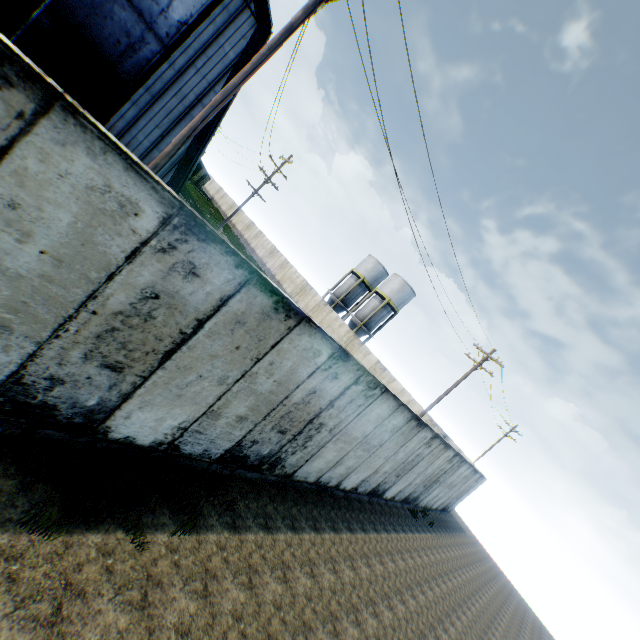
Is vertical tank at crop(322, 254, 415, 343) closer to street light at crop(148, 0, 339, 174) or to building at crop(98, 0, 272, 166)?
building at crop(98, 0, 272, 166)

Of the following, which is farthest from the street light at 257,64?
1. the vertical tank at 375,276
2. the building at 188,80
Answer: the vertical tank at 375,276

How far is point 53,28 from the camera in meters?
13.5

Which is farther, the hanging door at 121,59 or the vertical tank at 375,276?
the vertical tank at 375,276

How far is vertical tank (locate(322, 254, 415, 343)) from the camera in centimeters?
3975cm

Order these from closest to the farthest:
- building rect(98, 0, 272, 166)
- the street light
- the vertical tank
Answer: the street light < building rect(98, 0, 272, 166) < the vertical tank

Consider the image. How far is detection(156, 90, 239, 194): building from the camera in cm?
→ 1788

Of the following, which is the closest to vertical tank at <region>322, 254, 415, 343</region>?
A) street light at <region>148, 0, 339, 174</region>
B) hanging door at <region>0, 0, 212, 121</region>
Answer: hanging door at <region>0, 0, 212, 121</region>
